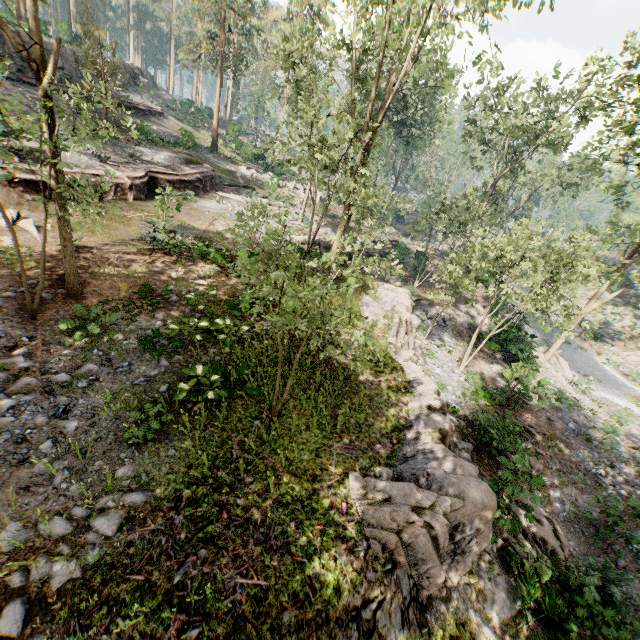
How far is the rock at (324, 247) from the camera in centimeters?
2108cm

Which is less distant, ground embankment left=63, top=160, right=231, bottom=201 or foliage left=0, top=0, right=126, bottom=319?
foliage left=0, top=0, right=126, bottom=319

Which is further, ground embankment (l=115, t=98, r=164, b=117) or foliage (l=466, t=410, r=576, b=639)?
ground embankment (l=115, t=98, r=164, b=117)

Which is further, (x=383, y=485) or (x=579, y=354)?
(x=579, y=354)

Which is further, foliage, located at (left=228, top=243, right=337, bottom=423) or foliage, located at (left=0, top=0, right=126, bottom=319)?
foliage, located at (left=0, top=0, right=126, bottom=319)

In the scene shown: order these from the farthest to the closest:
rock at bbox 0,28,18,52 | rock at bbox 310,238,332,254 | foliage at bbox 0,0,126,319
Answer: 1. rock at bbox 0,28,18,52
2. rock at bbox 310,238,332,254
3. foliage at bbox 0,0,126,319

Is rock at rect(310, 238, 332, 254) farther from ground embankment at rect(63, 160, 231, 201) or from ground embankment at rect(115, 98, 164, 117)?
ground embankment at rect(115, 98, 164, 117)

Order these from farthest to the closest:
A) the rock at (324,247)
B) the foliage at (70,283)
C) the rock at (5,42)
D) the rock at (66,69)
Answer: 1. the rock at (66,69)
2. the rock at (5,42)
3. the rock at (324,247)
4. the foliage at (70,283)
